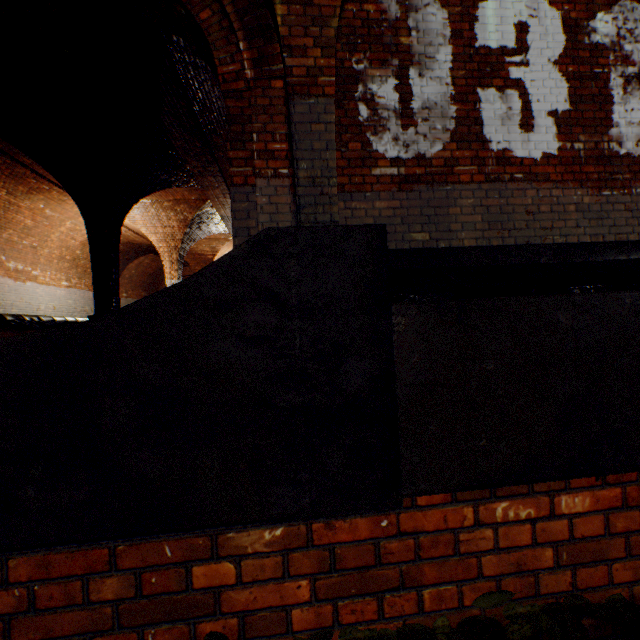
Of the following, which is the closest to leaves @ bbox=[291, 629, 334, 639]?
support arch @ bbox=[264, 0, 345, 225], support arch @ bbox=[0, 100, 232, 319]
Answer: support arch @ bbox=[264, 0, 345, 225]

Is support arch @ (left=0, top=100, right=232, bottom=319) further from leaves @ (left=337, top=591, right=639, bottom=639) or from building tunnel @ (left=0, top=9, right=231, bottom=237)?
leaves @ (left=337, top=591, right=639, bottom=639)

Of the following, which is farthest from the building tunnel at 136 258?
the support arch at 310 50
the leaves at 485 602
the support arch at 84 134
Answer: the leaves at 485 602

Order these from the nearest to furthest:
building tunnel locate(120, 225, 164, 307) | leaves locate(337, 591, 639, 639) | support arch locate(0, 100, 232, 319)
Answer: leaves locate(337, 591, 639, 639) → support arch locate(0, 100, 232, 319) → building tunnel locate(120, 225, 164, 307)

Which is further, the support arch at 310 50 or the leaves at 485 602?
the support arch at 310 50

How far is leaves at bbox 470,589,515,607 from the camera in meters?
1.2

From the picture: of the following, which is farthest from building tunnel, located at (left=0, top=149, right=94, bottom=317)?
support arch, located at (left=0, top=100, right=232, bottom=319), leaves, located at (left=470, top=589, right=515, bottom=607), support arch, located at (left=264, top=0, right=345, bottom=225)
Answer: leaves, located at (left=470, top=589, right=515, bottom=607)

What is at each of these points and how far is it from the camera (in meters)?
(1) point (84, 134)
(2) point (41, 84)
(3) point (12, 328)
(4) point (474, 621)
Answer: (1) support arch, 7.02
(2) building tunnel, 5.91
(3) building tunnel, 4.65
(4) leaves, 1.20
